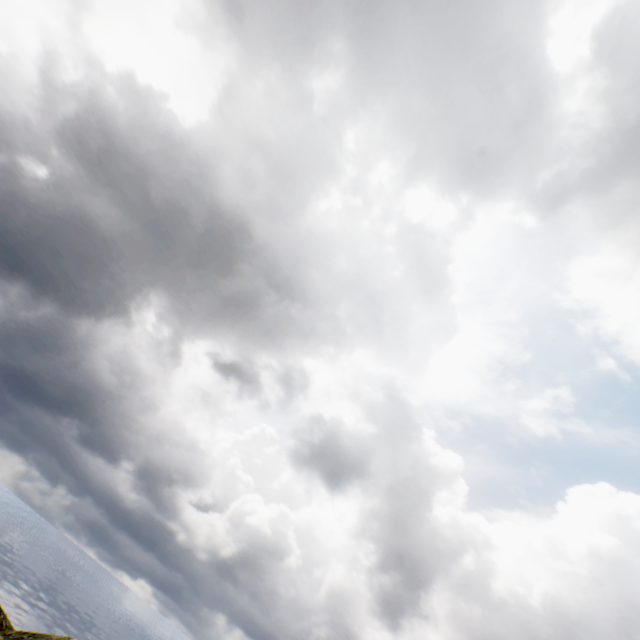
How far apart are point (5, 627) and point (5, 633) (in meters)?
0.57
